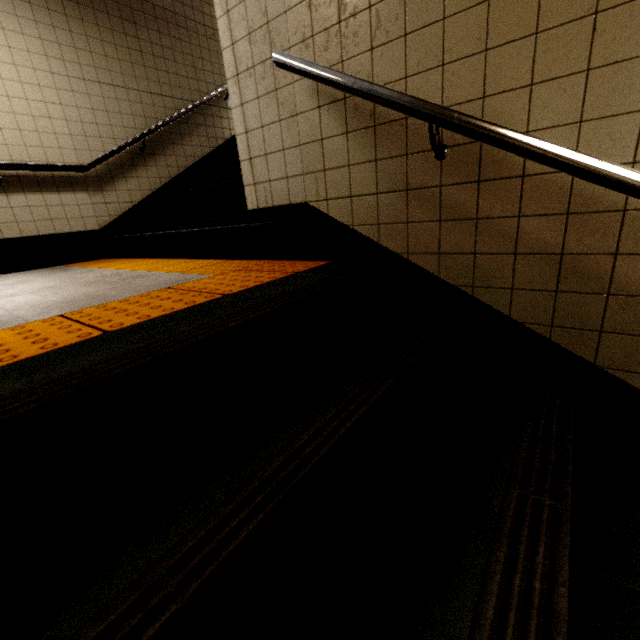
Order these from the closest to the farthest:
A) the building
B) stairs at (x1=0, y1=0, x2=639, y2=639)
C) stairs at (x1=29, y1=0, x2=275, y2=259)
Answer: stairs at (x1=0, y1=0, x2=639, y2=639) < the building < stairs at (x1=29, y1=0, x2=275, y2=259)

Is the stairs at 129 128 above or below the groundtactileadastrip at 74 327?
above

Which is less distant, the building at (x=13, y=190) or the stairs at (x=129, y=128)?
the building at (x=13, y=190)

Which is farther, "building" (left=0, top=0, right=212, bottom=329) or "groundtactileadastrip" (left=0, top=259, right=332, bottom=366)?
"building" (left=0, top=0, right=212, bottom=329)

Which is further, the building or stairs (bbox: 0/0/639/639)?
the building

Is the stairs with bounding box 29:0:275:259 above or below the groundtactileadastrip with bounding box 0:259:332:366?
above

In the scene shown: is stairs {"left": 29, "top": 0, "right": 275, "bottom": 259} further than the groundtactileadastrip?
Result: Yes

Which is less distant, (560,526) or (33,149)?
(560,526)
